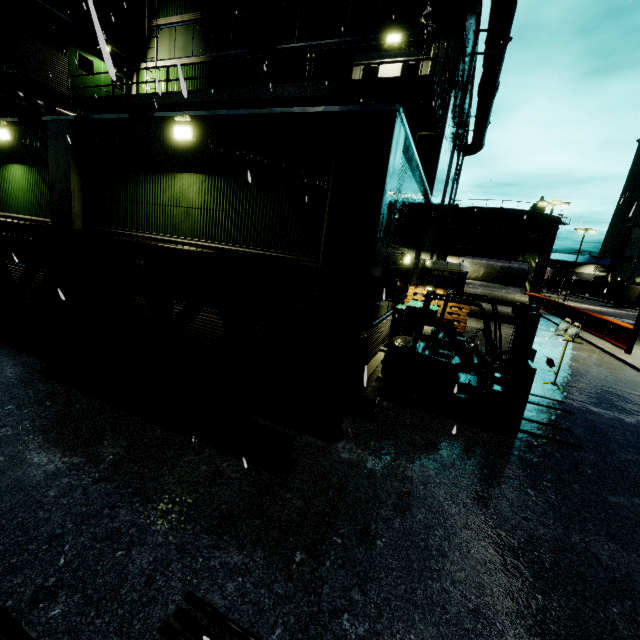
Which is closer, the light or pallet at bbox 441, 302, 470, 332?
the light

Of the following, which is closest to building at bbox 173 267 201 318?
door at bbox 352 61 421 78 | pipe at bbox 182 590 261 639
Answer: door at bbox 352 61 421 78

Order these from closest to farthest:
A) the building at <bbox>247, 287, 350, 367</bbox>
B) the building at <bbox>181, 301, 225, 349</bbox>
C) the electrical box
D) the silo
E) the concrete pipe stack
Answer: the building at <bbox>247, 287, 350, 367</bbox>, the building at <bbox>181, 301, 225, 349</bbox>, the electrical box, the concrete pipe stack, the silo

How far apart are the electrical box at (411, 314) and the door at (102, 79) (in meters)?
17.70

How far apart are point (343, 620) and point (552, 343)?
15.96m

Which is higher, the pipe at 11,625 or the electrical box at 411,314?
the electrical box at 411,314

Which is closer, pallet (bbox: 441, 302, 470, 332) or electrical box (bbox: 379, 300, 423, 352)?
electrical box (bbox: 379, 300, 423, 352)

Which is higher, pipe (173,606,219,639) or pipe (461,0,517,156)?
pipe (461,0,517,156)
